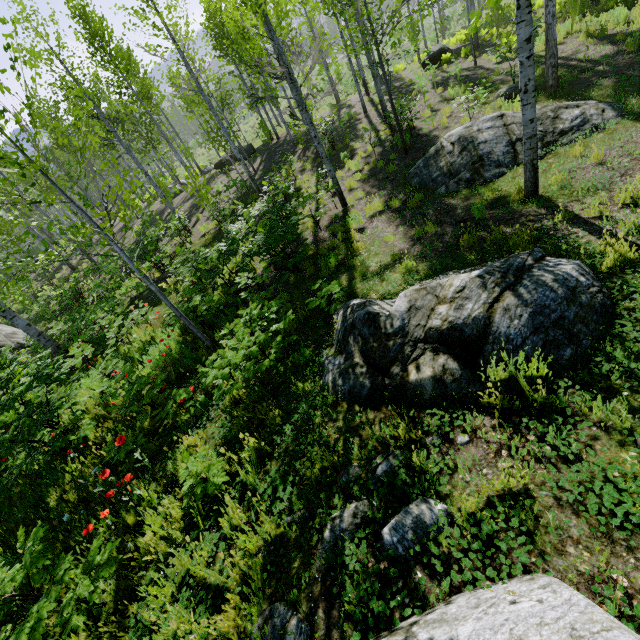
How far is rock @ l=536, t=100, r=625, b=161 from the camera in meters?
7.1 m

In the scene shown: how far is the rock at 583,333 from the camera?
3.12m

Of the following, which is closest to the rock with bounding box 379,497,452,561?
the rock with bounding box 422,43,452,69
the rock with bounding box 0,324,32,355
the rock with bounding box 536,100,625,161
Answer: the rock with bounding box 536,100,625,161

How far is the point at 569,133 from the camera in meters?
7.2

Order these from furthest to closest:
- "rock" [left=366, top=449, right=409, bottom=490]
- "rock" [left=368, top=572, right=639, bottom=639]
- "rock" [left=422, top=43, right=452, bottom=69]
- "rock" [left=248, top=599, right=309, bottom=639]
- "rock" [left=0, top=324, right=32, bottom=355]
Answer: "rock" [left=422, top=43, right=452, bottom=69] → "rock" [left=0, top=324, right=32, bottom=355] → "rock" [left=366, top=449, right=409, bottom=490] → "rock" [left=248, top=599, right=309, bottom=639] → "rock" [left=368, top=572, right=639, bottom=639]

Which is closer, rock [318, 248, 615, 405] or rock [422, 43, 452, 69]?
rock [318, 248, 615, 405]

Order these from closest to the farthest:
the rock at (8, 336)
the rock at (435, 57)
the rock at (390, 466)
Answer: the rock at (390, 466)
the rock at (8, 336)
the rock at (435, 57)
